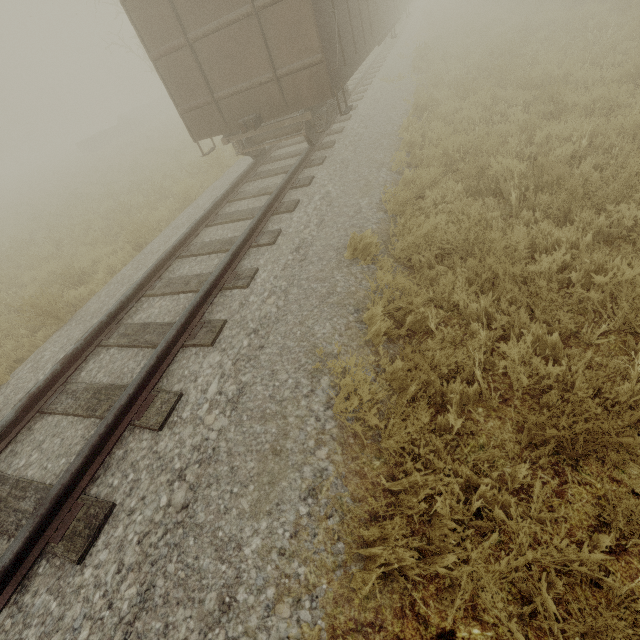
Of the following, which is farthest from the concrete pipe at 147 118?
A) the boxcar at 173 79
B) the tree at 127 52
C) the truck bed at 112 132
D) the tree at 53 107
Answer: the boxcar at 173 79

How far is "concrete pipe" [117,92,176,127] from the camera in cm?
3447

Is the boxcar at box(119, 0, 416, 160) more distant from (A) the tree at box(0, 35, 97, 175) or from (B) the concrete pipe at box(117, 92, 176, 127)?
(A) the tree at box(0, 35, 97, 175)

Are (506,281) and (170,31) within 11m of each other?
yes

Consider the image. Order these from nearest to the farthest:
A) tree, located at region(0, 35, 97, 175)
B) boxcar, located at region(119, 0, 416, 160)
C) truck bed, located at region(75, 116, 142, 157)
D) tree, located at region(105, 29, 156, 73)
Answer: boxcar, located at region(119, 0, 416, 160) → tree, located at region(105, 29, 156, 73) → truck bed, located at region(75, 116, 142, 157) → tree, located at region(0, 35, 97, 175)

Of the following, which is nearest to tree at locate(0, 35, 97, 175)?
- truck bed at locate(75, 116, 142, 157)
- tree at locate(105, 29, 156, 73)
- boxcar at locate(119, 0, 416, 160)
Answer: truck bed at locate(75, 116, 142, 157)

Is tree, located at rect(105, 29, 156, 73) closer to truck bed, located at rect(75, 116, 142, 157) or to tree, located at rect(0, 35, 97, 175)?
truck bed, located at rect(75, 116, 142, 157)

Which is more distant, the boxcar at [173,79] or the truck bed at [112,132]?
the truck bed at [112,132]
